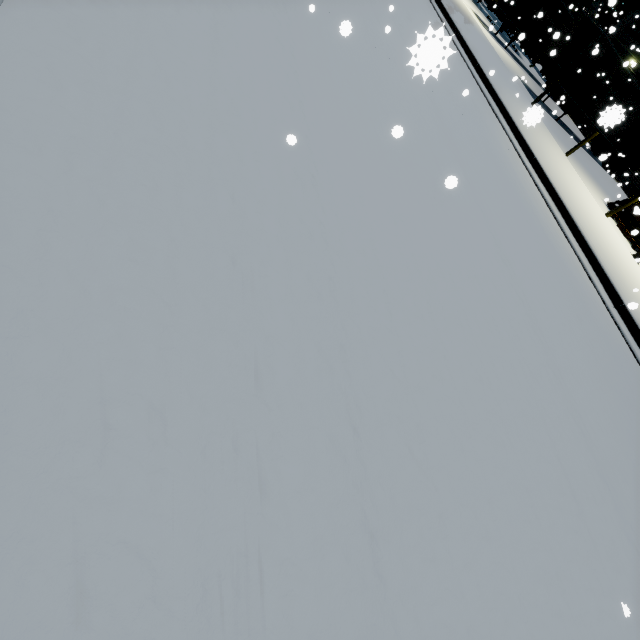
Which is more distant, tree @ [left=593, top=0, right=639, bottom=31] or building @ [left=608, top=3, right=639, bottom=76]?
building @ [left=608, top=3, right=639, bottom=76]

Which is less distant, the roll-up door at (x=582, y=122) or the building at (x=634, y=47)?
the building at (x=634, y=47)

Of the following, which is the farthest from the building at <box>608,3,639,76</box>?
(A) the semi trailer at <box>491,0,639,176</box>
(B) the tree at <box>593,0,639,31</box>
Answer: (A) the semi trailer at <box>491,0,639,176</box>

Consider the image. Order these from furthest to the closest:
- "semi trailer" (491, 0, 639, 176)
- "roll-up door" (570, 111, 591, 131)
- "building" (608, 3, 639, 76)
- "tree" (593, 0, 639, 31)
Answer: "roll-up door" (570, 111, 591, 131)
"building" (608, 3, 639, 76)
"tree" (593, 0, 639, 31)
"semi trailer" (491, 0, 639, 176)

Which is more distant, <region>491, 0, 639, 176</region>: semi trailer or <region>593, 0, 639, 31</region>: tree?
<region>593, 0, 639, 31</region>: tree

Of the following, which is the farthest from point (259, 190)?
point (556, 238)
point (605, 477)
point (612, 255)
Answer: point (612, 255)

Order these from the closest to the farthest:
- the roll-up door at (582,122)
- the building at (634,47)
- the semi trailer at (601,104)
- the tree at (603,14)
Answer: the semi trailer at (601,104)
the tree at (603,14)
the building at (634,47)
the roll-up door at (582,122)

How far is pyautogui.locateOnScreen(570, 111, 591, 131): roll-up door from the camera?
29.1m
